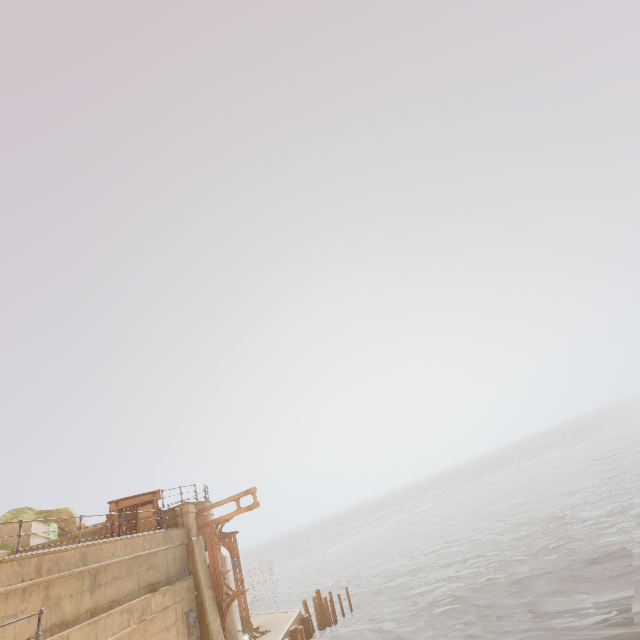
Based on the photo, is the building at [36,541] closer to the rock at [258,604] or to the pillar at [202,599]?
the pillar at [202,599]

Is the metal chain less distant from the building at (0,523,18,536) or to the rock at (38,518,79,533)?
the building at (0,523,18,536)

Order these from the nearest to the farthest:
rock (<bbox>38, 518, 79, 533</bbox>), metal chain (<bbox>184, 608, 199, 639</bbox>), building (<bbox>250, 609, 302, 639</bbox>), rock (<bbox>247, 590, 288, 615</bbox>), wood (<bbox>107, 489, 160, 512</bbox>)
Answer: metal chain (<bbox>184, 608, 199, 639</bbox>)
wood (<bbox>107, 489, 160, 512</bbox>)
building (<bbox>250, 609, 302, 639</bbox>)
rock (<bbox>38, 518, 79, 533</bbox>)
rock (<bbox>247, 590, 288, 615</bbox>)

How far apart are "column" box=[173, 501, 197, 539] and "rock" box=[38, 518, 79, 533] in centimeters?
735cm

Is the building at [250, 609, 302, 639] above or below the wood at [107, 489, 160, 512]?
below

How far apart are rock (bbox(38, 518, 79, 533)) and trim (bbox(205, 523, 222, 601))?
8.39m

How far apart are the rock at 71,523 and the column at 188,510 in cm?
735

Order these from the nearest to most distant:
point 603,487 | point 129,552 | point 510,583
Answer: point 129,552 → point 510,583 → point 603,487
